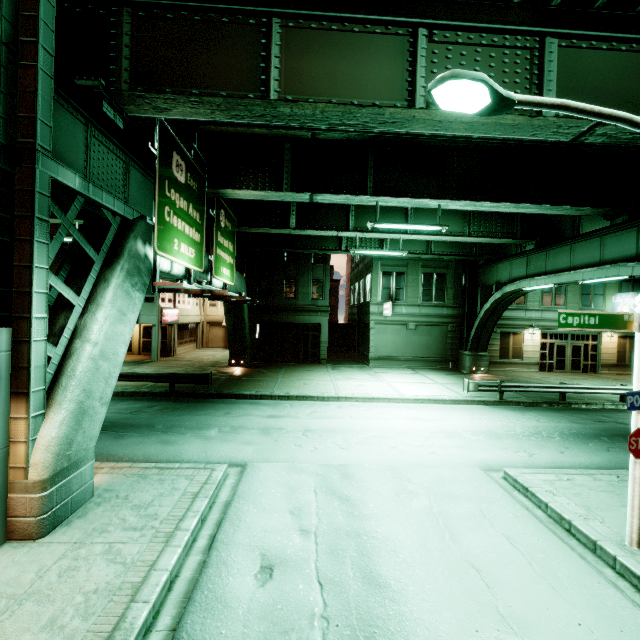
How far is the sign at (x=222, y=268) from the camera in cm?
888

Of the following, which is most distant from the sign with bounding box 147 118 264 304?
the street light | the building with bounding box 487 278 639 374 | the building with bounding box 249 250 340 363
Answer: the building with bounding box 487 278 639 374

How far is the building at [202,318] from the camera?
26.36m

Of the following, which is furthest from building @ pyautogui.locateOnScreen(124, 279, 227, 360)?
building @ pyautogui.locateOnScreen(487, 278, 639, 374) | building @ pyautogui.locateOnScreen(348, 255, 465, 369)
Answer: building @ pyautogui.locateOnScreen(487, 278, 639, 374)

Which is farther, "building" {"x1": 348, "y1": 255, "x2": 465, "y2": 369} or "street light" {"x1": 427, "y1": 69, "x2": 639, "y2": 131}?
"building" {"x1": 348, "y1": 255, "x2": 465, "y2": 369}

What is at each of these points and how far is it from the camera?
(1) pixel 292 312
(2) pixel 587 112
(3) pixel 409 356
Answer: (1) building, 27.7 meters
(2) street light, 4.9 meters
(3) building, 27.4 meters

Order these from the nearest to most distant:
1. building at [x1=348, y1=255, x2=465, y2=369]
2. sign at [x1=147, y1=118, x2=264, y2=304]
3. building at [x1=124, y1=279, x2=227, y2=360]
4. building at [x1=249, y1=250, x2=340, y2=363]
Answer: sign at [x1=147, y1=118, x2=264, y2=304]
building at [x1=124, y1=279, x2=227, y2=360]
building at [x1=348, y1=255, x2=465, y2=369]
building at [x1=249, y1=250, x2=340, y2=363]

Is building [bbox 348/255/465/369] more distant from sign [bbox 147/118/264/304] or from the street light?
the street light
